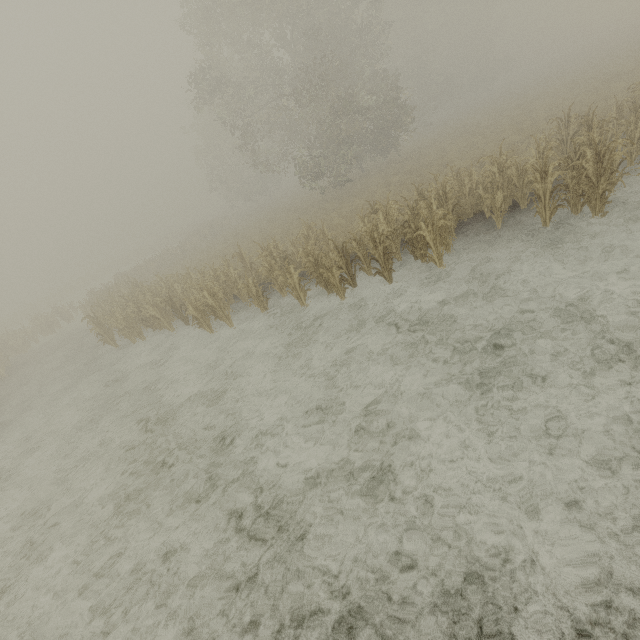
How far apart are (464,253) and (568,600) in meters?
8.2 m
